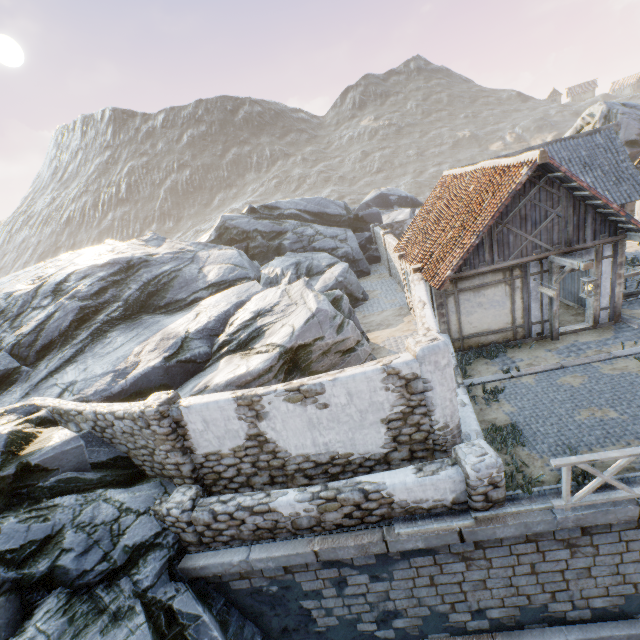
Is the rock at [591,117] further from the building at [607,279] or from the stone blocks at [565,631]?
the building at [607,279]

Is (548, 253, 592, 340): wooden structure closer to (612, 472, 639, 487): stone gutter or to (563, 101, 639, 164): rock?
(612, 472, 639, 487): stone gutter

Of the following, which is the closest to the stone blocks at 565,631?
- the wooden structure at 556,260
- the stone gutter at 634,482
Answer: the stone gutter at 634,482

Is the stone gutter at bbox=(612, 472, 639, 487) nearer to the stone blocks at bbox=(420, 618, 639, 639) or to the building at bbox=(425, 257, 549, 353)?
the stone blocks at bbox=(420, 618, 639, 639)

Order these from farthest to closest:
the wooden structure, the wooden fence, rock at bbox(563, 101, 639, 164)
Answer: rock at bbox(563, 101, 639, 164) → the wooden structure → the wooden fence

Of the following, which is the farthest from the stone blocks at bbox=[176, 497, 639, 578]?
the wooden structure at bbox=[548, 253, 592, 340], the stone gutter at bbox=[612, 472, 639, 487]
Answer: the wooden structure at bbox=[548, 253, 592, 340]

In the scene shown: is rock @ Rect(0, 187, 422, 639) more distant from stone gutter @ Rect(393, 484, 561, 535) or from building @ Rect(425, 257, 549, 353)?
stone gutter @ Rect(393, 484, 561, 535)

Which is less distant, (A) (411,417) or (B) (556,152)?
(A) (411,417)
